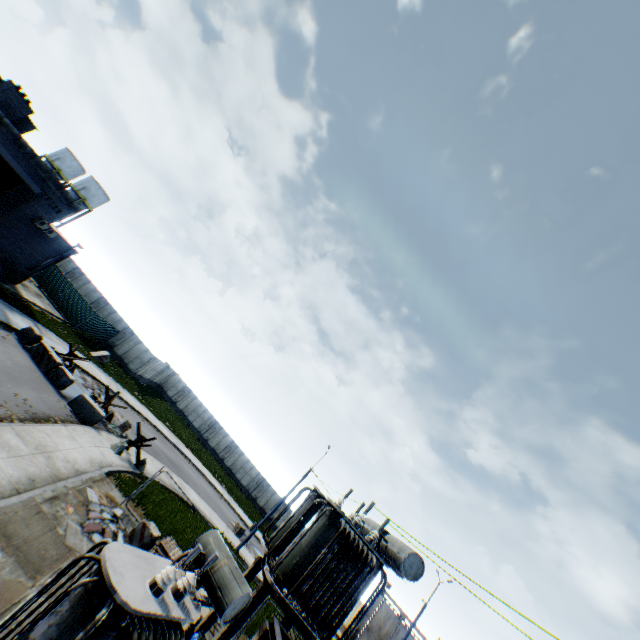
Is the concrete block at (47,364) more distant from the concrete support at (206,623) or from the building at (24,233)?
the concrete support at (206,623)

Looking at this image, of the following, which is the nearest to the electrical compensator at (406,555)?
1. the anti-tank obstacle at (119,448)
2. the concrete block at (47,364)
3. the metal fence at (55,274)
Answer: the metal fence at (55,274)

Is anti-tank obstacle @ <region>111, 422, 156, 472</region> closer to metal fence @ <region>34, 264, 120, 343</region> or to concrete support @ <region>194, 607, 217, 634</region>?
metal fence @ <region>34, 264, 120, 343</region>

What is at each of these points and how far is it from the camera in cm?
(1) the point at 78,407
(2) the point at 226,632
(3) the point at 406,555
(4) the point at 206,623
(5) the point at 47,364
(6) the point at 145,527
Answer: (1) concrete block, 1788
(2) concrete support, 939
(3) electrical compensator, 1023
(4) concrete support, 1102
(5) concrete block, 1822
(6) concrete block, 1293

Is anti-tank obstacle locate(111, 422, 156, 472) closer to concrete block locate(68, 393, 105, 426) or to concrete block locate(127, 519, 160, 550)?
concrete block locate(68, 393, 105, 426)

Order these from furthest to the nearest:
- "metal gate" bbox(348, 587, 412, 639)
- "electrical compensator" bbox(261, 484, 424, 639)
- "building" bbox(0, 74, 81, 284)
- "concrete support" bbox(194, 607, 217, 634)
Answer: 1. "metal gate" bbox(348, 587, 412, 639)
2. "building" bbox(0, 74, 81, 284)
3. "concrete support" bbox(194, 607, 217, 634)
4. "electrical compensator" bbox(261, 484, 424, 639)

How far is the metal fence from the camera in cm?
3123

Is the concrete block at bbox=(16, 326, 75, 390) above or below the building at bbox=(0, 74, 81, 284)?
below
